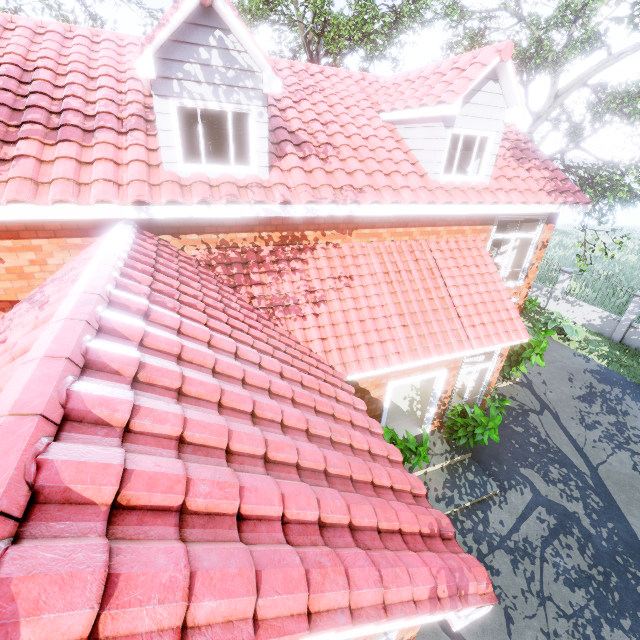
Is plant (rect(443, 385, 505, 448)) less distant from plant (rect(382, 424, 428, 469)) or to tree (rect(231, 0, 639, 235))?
plant (rect(382, 424, 428, 469))

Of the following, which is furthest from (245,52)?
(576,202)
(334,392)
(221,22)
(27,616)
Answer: (576,202)

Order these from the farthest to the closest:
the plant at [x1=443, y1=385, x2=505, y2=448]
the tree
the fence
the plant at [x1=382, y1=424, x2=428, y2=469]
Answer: the fence < the tree < the plant at [x1=443, y1=385, x2=505, y2=448] < the plant at [x1=382, y1=424, x2=428, y2=469]

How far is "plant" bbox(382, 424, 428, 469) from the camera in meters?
6.8 m

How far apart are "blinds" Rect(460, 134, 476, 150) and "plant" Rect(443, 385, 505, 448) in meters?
5.7

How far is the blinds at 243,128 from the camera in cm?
605

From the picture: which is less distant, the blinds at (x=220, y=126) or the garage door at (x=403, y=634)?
the garage door at (x=403, y=634)

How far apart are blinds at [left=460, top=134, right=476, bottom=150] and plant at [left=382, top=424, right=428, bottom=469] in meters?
6.7 m
